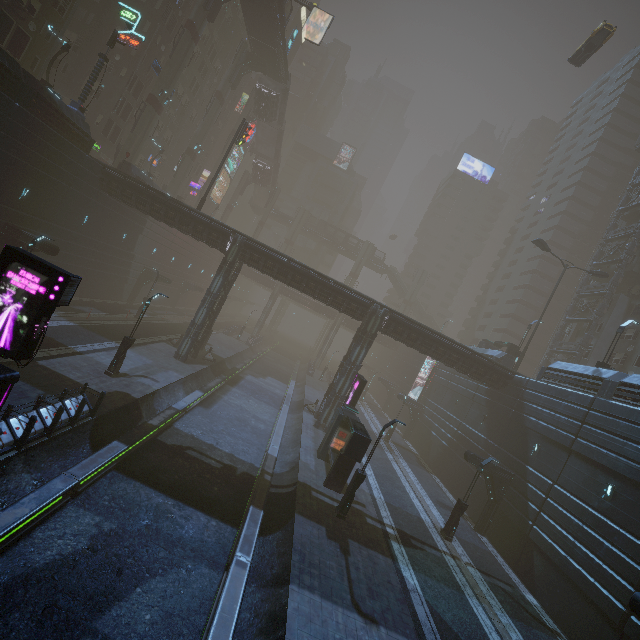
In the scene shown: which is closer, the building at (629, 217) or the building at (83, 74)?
the building at (83, 74)

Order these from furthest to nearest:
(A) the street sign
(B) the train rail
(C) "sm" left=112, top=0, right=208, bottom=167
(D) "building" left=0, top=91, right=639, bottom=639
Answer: (C) "sm" left=112, top=0, right=208, bottom=167 → (A) the street sign → (D) "building" left=0, top=91, right=639, bottom=639 → (B) the train rail

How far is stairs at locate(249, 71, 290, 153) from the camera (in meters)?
49.78

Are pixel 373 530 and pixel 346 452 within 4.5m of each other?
yes

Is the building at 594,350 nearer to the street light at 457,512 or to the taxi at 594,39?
the street light at 457,512

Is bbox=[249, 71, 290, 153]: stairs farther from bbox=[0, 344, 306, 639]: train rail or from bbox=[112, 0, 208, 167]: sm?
bbox=[0, 344, 306, 639]: train rail

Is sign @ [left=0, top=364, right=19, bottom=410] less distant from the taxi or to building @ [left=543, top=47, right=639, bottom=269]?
building @ [left=543, top=47, right=639, bottom=269]

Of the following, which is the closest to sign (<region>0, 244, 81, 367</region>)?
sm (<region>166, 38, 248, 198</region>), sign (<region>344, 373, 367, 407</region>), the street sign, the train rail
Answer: the train rail
